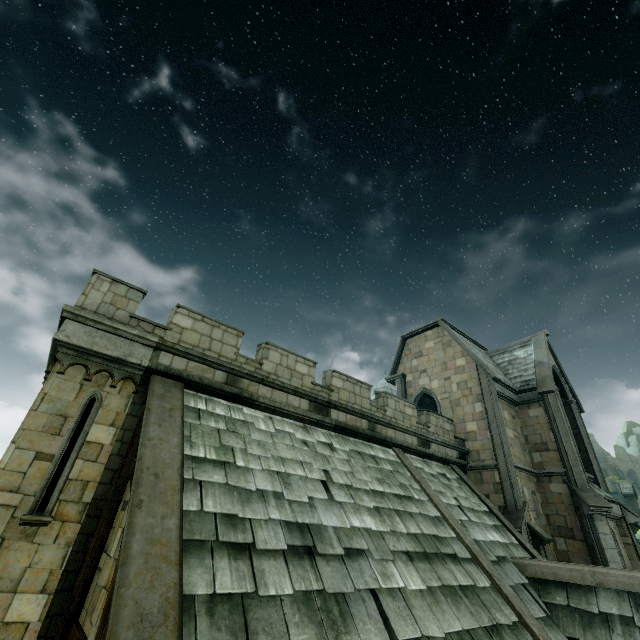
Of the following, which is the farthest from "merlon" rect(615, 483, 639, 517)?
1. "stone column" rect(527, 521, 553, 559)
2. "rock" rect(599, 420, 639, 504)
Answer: "stone column" rect(527, 521, 553, 559)

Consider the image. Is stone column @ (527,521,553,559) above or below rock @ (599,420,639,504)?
below

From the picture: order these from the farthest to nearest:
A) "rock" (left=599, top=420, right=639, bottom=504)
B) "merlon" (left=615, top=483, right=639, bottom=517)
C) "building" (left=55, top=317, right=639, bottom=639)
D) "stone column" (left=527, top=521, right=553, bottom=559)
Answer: "rock" (left=599, top=420, right=639, bottom=504), "merlon" (left=615, top=483, right=639, bottom=517), "stone column" (left=527, top=521, right=553, bottom=559), "building" (left=55, top=317, right=639, bottom=639)

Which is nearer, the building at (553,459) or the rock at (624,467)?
the building at (553,459)

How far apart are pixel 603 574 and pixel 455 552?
3.9 meters

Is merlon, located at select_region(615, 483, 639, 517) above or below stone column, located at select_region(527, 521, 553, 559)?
above

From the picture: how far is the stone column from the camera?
12.4 meters

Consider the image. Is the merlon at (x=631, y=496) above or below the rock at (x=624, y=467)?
below
